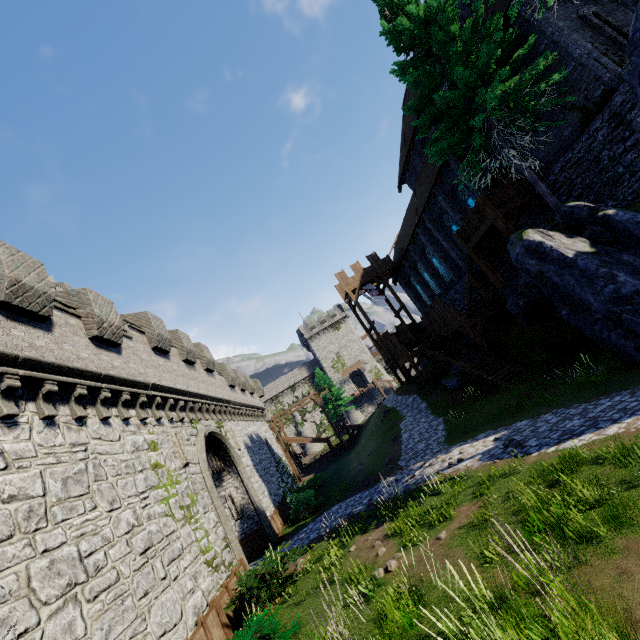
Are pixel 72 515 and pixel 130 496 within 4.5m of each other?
yes

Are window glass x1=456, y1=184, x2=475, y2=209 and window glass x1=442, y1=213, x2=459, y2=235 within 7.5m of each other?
yes

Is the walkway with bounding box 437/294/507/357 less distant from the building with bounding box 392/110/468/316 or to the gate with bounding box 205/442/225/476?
the building with bounding box 392/110/468/316

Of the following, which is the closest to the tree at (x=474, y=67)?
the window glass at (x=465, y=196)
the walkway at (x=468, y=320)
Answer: the window glass at (x=465, y=196)

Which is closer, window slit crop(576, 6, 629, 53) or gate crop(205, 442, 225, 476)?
window slit crop(576, 6, 629, 53)

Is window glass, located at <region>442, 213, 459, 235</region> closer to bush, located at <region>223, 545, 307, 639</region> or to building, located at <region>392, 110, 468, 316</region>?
building, located at <region>392, 110, 468, 316</region>

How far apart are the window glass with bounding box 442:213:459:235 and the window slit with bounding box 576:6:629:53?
11.73m

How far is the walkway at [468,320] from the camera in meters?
21.0 m
